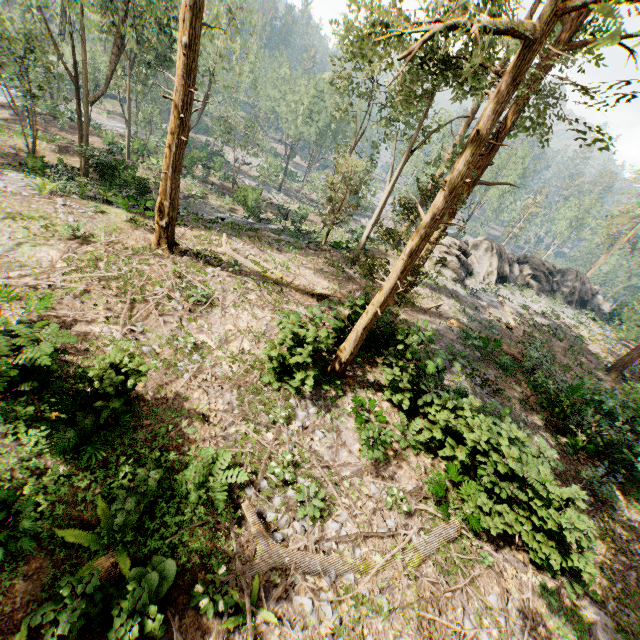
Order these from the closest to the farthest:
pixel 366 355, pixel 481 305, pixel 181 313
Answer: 1. pixel 181 313
2. pixel 366 355
3. pixel 481 305

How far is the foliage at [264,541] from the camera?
7.18m

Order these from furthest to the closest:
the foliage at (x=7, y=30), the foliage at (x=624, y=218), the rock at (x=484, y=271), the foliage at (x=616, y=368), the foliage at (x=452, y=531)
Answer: the foliage at (x=624, y=218), the rock at (x=484, y=271), the foliage at (x=616, y=368), the foliage at (x=7, y=30), the foliage at (x=452, y=531)

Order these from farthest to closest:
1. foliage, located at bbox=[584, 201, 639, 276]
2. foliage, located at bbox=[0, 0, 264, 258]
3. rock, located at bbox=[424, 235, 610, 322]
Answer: foliage, located at bbox=[584, 201, 639, 276] < rock, located at bbox=[424, 235, 610, 322] < foliage, located at bbox=[0, 0, 264, 258]

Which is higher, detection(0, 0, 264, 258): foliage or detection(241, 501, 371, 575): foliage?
detection(0, 0, 264, 258): foliage

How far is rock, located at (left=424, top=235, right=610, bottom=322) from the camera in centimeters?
2797cm
